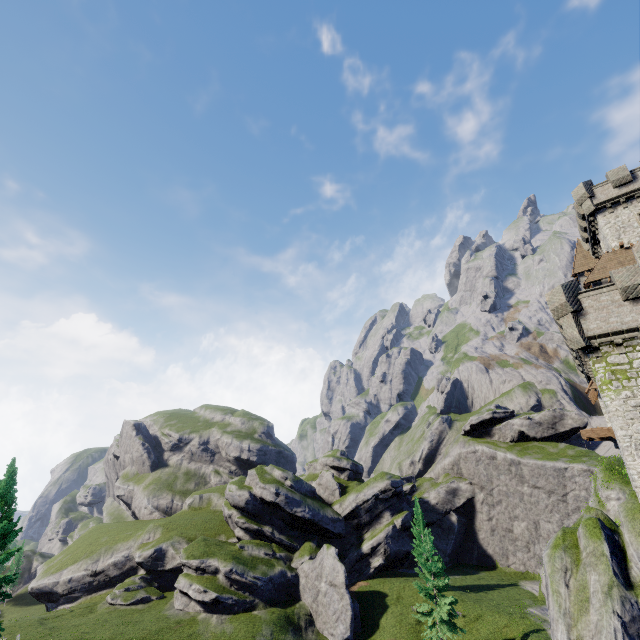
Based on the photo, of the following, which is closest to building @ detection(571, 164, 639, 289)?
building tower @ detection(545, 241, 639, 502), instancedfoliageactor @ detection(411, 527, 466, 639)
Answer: building tower @ detection(545, 241, 639, 502)

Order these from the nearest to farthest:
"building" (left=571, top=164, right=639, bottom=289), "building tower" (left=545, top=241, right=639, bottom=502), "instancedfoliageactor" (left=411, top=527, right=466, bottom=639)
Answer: "building tower" (left=545, top=241, right=639, bottom=502), "building" (left=571, top=164, right=639, bottom=289), "instancedfoliageactor" (left=411, top=527, right=466, bottom=639)

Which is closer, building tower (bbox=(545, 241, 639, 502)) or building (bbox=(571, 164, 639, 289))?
building tower (bbox=(545, 241, 639, 502))

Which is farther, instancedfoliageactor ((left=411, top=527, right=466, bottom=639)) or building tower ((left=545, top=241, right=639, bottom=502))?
instancedfoliageactor ((left=411, top=527, right=466, bottom=639))

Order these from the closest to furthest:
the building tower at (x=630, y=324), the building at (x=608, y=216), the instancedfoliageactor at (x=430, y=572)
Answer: the building tower at (x=630, y=324), the building at (x=608, y=216), the instancedfoliageactor at (x=430, y=572)

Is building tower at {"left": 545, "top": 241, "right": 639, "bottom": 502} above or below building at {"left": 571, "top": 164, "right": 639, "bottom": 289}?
below

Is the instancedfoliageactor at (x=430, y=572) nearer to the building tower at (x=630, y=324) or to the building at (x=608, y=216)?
the building tower at (x=630, y=324)

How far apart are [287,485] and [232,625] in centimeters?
1723cm
